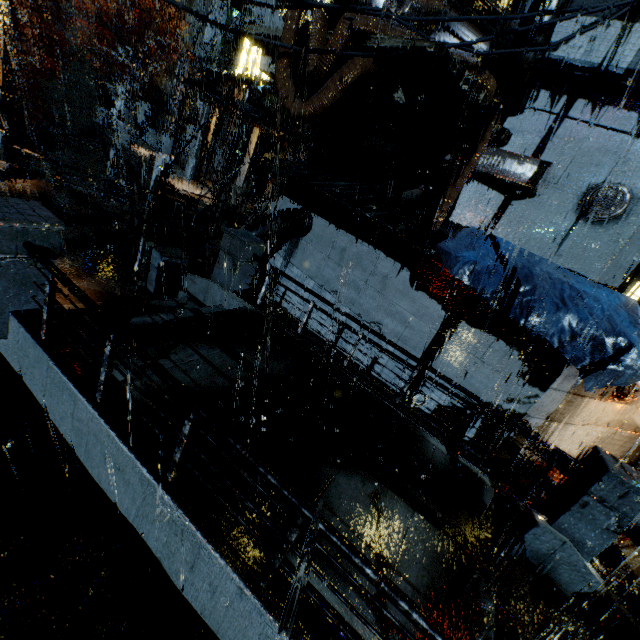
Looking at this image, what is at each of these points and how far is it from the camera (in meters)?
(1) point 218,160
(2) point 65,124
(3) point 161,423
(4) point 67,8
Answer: (1) building, 32.41
(2) stairs, 29.34
(3) bridge, 4.38
(4) building, 32.12

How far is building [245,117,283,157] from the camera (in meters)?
22.36

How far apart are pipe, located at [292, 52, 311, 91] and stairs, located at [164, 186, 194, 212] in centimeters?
1230cm

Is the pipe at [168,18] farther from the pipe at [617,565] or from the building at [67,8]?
the pipe at [617,565]

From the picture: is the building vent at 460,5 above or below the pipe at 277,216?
above

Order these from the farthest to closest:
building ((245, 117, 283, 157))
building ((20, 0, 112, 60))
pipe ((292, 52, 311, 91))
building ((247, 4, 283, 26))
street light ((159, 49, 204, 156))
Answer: building ((20, 0, 112, 60)) < building ((247, 4, 283, 26)) < building ((245, 117, 283, 157)) < street light ((159, 49, 204, 156)) < pipe ((292, 52, 311, 91))

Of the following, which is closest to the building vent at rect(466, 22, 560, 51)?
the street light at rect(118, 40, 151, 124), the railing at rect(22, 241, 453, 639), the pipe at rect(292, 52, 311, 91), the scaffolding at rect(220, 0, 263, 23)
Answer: the pipe at rect(292, 52, 311, 91)

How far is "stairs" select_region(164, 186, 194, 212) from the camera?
19.80m
